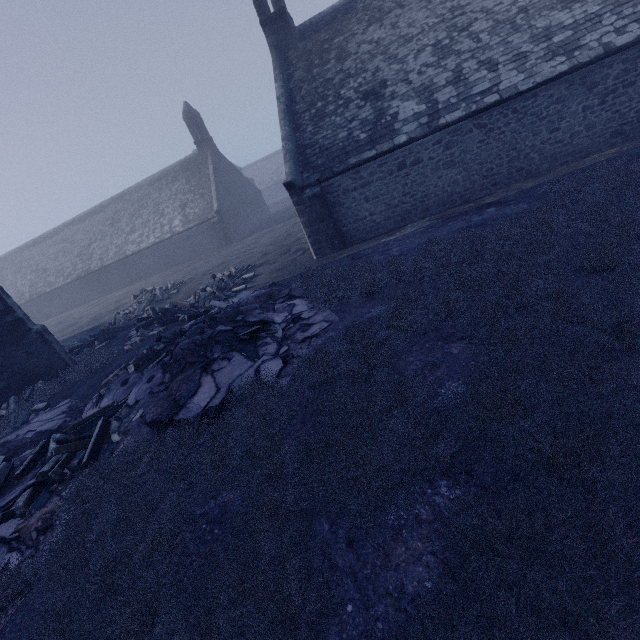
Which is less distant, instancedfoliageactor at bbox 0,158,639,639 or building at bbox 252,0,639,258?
instancedfoliageactor at bbox 0,158,639,639

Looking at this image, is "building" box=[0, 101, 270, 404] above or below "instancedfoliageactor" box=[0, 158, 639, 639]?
above

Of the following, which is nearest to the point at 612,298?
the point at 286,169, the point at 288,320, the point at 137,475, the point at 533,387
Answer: the point at 533,387

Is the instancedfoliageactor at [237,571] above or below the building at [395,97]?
below

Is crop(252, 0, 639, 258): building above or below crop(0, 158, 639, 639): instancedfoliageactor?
above

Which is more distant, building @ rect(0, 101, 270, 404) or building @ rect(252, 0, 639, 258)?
building @ rect(0, 101, 270, 404)

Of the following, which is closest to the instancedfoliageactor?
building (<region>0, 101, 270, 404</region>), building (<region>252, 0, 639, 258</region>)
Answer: building (<region>252, 0, 639, 258</region>)

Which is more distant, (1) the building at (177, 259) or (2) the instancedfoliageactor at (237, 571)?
(1) the building at (177, 259)
